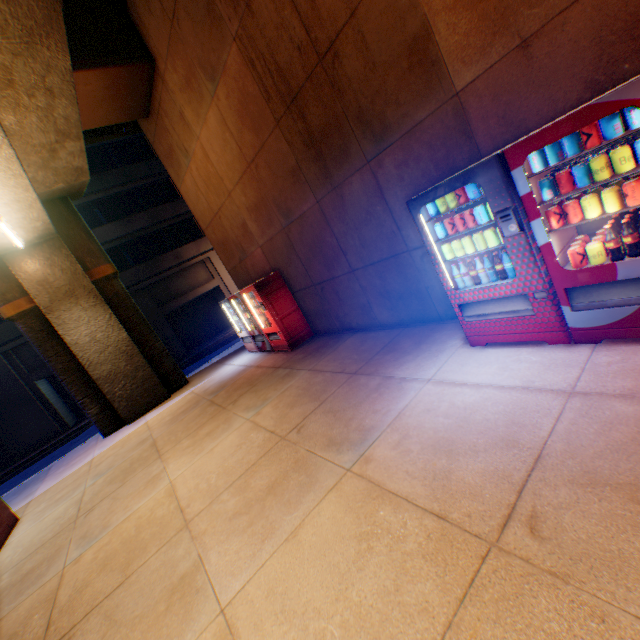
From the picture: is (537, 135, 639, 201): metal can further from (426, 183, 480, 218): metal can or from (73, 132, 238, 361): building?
(73, 132, 238, 361): building

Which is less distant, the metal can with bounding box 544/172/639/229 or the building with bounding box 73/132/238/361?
the metal can with bounding box 544/172/639/229

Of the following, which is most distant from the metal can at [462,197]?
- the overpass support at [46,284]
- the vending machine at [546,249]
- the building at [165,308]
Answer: the building at [165,308]

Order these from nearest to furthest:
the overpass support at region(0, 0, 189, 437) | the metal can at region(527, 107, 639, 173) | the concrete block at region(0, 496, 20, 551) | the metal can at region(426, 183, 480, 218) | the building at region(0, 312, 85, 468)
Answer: the metal can at region(527, 107, 639, 173), the metal can at region(426, 183, 480, 218), the overpass support at region(0, 0, 189, 437), the concrete block at region(0, 496, 20, 551), the building at region(0, 312, 85, 468)

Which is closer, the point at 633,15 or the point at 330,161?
the point at 633,15

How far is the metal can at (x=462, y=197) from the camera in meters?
3.3

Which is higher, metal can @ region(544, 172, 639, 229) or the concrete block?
metal can @ region(544, 172, 639, 229)

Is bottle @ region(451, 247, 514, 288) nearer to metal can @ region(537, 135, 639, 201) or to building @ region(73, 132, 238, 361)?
metal can @ region(537, 135, 639, 201)
